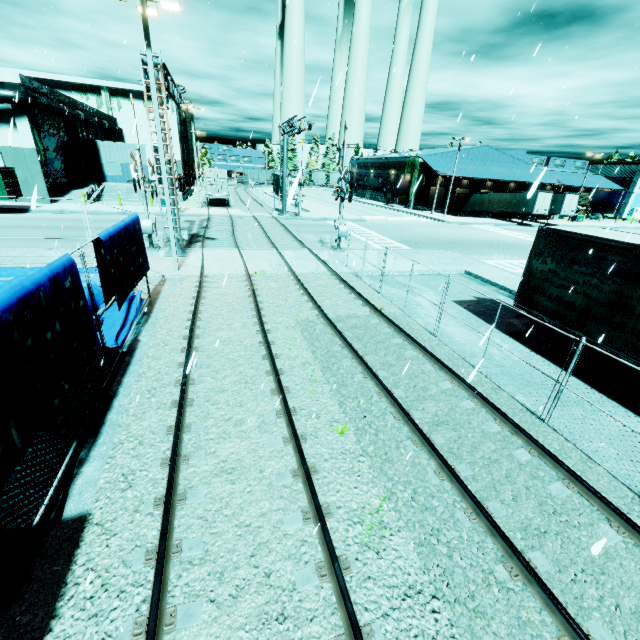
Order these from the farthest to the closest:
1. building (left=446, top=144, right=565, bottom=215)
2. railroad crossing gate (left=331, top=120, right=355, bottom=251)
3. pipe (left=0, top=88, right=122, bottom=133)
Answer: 1. building (left=446, top=144, right=565, bottom=215)
2. pipe (left=0, top=88, right=122, bottom=133)
3. railroad crossing gate (left=331, top=120, right=355, bottom=251)

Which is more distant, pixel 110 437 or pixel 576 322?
pixel 576 322

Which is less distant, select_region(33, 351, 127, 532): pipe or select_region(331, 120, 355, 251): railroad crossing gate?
select_region(33, 351, 127, 532): pipe

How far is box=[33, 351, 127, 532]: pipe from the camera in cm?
461

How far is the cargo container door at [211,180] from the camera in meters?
37.0

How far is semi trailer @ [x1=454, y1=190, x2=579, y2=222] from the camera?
41.34m

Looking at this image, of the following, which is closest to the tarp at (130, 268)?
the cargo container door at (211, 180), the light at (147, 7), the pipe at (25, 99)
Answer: the light at (147, 7)

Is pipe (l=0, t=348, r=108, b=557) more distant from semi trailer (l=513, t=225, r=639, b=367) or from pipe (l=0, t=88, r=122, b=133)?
pipe (l=0, t=88, r=122, b=133)
